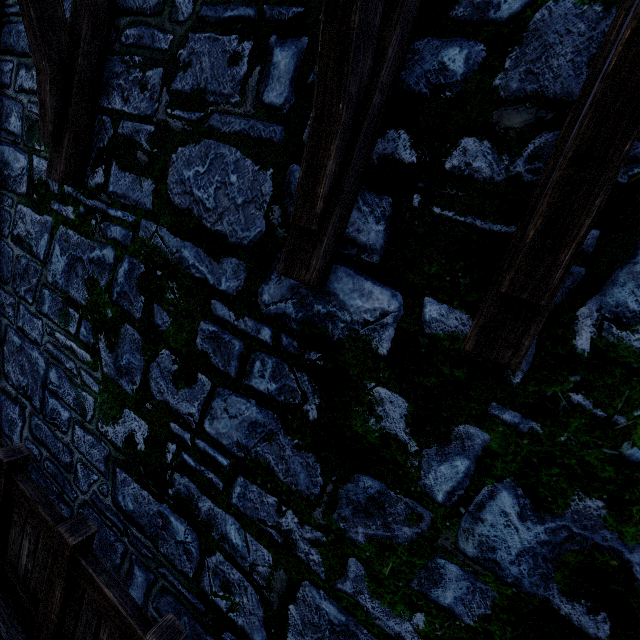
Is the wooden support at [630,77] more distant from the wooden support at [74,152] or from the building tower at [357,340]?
the wooden support at [74,152]

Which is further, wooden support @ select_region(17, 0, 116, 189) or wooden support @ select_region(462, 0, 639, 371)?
wooden support @ select_region(17, 0, 116, 189)

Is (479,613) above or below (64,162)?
below

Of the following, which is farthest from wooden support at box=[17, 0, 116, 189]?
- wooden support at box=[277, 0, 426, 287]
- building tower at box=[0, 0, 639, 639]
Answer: wooden support at box=[277, 0, 426, 287]

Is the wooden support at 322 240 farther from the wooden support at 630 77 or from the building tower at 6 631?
the wooden support at 630 77

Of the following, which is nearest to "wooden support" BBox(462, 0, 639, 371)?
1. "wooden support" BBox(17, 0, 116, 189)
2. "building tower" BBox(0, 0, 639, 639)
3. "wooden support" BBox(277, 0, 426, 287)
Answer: "building tower" BBox(0, 0, 639, 639)

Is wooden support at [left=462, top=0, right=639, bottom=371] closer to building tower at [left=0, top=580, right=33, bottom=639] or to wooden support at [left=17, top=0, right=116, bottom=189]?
building tower at [left=0, top=580, right=33, bottom=639]
